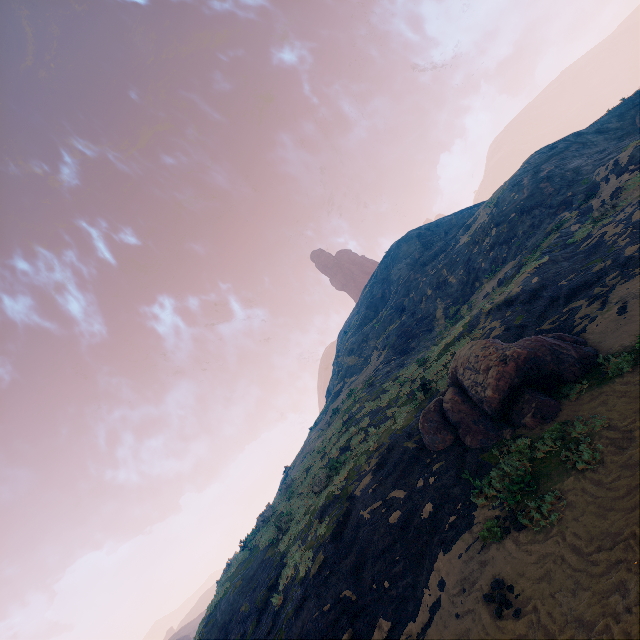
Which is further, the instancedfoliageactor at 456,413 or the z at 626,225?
the instancedfoliageactor at 456,413

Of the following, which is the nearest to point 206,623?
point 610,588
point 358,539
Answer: point 358,539

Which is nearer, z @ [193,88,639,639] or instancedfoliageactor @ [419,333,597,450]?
z @ [193,88,639,639]

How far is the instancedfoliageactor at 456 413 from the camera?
9.1 meters

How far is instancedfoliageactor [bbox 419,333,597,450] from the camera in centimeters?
906cm
